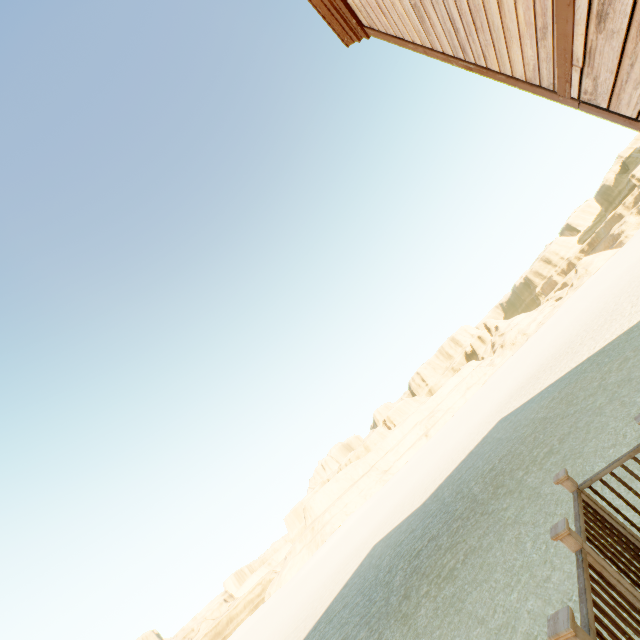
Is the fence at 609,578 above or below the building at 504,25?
below

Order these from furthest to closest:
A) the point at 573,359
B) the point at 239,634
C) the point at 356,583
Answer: the point at 239,634
the point at 573,359
the point at 356,583

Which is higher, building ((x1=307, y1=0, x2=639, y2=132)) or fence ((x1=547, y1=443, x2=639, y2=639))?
building ((x1=307, y1=0, x2=639, y2=132))
